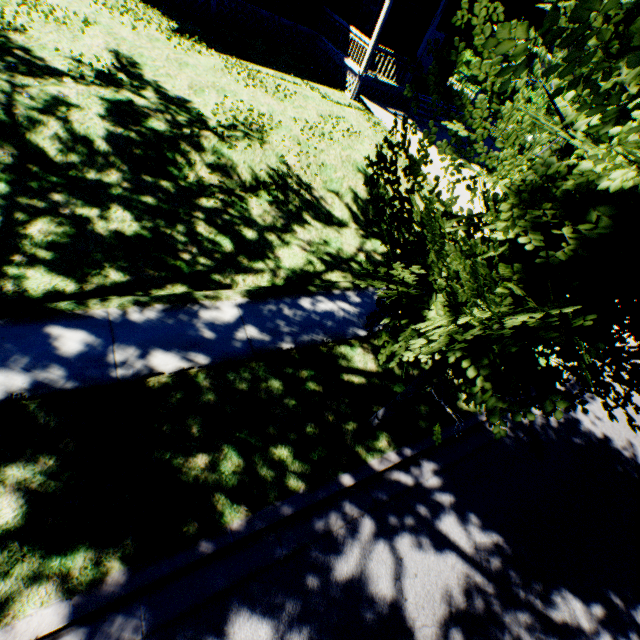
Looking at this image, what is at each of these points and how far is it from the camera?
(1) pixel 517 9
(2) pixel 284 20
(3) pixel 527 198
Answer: (1) house, 14.1m
(2) house, 15.0m
(3) tree, 1.7m

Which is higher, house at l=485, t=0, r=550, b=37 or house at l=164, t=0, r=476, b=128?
house at l=485, t=0, r=550, b=37

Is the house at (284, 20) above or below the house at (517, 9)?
below

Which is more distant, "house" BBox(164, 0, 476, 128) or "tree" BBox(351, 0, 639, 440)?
"house" BBox(164, 0, 476, 128)

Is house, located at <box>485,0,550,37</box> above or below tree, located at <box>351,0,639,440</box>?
above

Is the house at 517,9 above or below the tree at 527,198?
above
